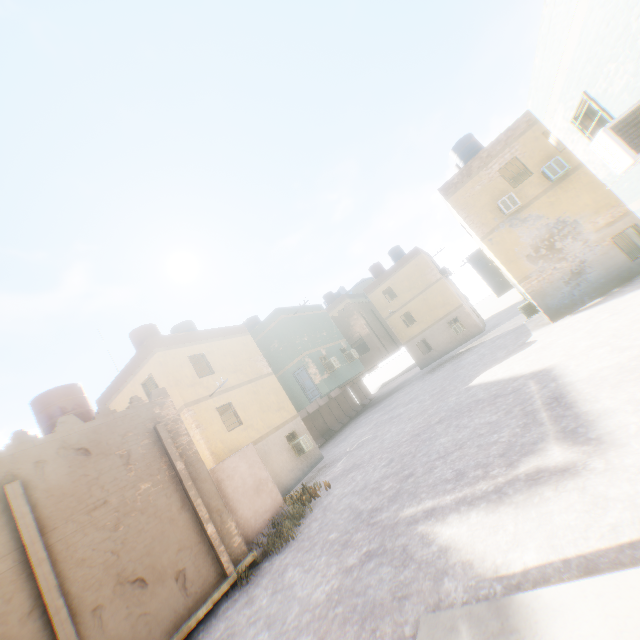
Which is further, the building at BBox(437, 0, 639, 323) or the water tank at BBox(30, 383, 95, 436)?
the water tank at BBox(30, 383, 95, 436)

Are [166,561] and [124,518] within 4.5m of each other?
yes

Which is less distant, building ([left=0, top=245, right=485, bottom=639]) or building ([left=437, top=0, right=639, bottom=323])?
building ([left=437, top=0, right=639, bottom=323])

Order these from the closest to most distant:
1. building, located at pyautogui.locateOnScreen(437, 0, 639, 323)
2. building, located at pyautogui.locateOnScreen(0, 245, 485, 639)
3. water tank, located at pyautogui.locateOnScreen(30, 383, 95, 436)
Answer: building, located at pyautogui.locateOnScreen(437, 0, 639, 323), building, located at pyautogui.locateOnScreen(0, 245, 485, 639), water tank, located at pyautogui.locateOnScreen(30, 383, 95, 436)

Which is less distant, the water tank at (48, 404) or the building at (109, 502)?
the building at (109, 502)

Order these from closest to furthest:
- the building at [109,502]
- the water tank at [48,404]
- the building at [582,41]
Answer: the building at [582,41] < the building at [109,502] < the water tank at [48,404]

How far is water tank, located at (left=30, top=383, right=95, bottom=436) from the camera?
11.2 meters
